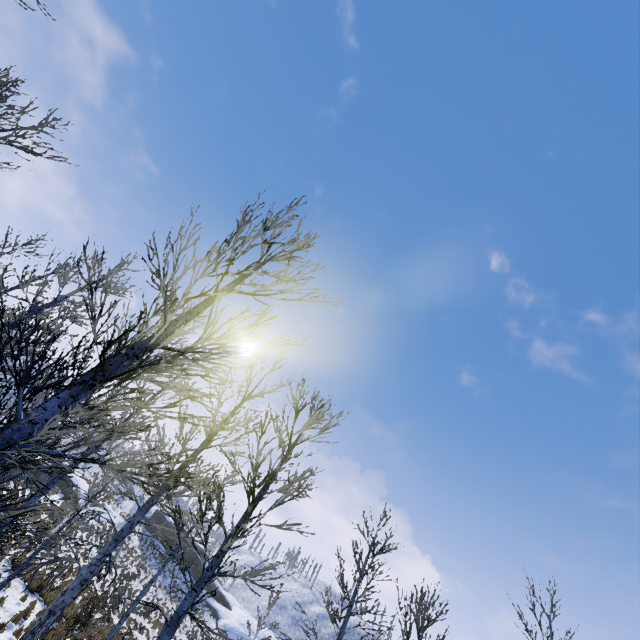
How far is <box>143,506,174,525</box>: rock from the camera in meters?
44.5 m

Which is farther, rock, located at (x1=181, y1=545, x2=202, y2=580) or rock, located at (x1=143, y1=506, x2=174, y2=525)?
rock, located at (x1=143, y1=506, x2=174, y2=525)

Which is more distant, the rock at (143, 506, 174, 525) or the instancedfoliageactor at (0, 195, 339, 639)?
the rock at (143, 506, 174, 525)

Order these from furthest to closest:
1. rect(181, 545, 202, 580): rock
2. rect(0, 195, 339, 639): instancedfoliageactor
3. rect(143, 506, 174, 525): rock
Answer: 1. rect(143, 506, 174, 525): rock
2. rect(181, 545, 202, 580): rock
3. rect(0, 195, 339, 639): instancedfoliageactor

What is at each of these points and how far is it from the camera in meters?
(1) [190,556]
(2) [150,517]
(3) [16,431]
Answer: (1) rock, 43.0
(2) rock, 46.1
(3) instancedfoliageactor, 2.5

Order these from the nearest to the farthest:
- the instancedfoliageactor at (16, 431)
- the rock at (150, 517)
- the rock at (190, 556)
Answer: the instancedfoliageactor at (16, 431) < the rock at (190, 556) < the rock at (150, 517)

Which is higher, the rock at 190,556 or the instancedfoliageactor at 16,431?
the rock at 190,556
